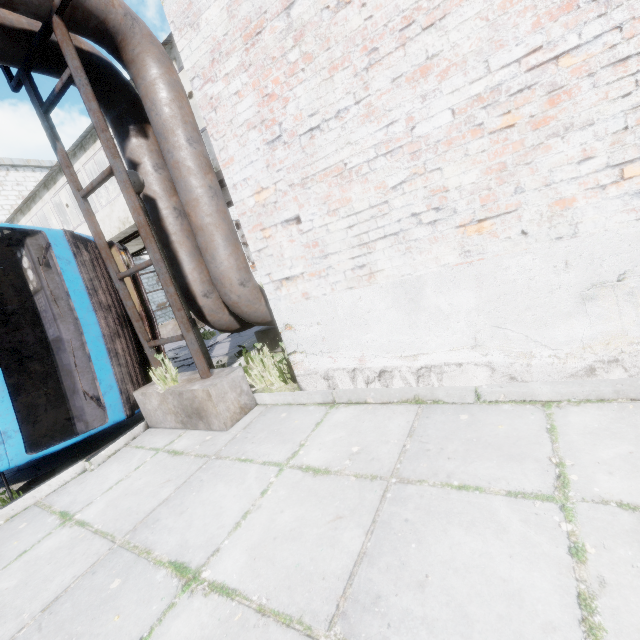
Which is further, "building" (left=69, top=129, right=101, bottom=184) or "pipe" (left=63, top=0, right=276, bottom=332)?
"building" (left=69, top=129, right=101, bottom=184)

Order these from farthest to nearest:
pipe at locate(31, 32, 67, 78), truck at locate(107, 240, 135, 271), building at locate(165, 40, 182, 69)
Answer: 1. building at locate(165, 40, 182, 69)
2. truck at locate(107, 240, 135, 271)
3. pipe at locate(31, 32, 67, 78)

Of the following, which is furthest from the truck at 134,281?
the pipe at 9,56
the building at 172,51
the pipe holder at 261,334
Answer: the building at 172,51

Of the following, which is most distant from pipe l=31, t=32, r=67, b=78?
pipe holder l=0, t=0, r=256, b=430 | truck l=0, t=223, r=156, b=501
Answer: truck l=0, t=223, r=156, b=501

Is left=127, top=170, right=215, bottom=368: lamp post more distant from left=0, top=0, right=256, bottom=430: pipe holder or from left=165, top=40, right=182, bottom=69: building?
left=165, top=40, right=182, bottom=69: building

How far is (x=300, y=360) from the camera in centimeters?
395cm

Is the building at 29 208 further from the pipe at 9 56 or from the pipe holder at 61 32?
the pipe holder at 61 32
